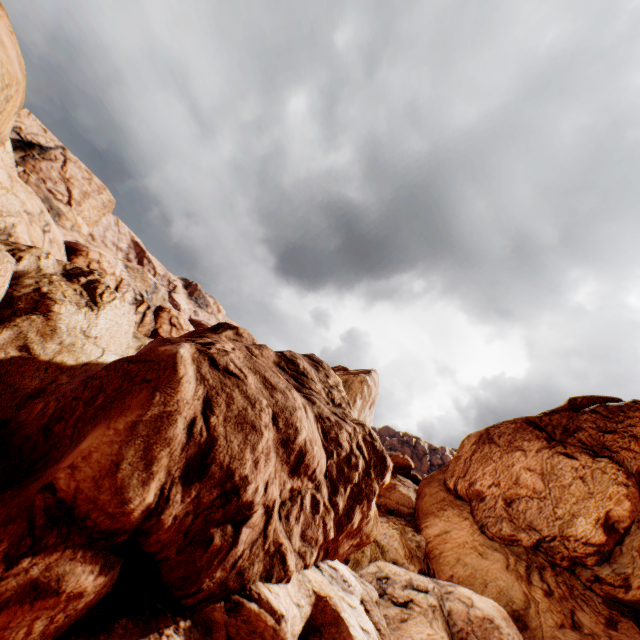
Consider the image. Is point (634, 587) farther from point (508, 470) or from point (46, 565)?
point (46, 565)
